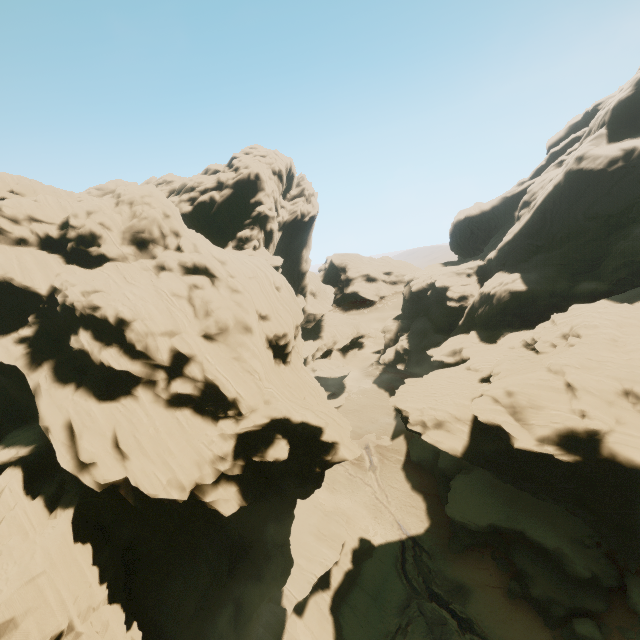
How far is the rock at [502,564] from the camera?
31.3 meters

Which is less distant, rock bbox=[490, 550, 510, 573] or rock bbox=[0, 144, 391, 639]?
rock bbox=[0, 144, 391, 639]

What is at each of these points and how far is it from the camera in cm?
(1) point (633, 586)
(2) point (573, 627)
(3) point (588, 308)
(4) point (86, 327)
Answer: (1) rock, 2466
(2) rock, 2503
(3) rock, 3653
(4) rock, 2758

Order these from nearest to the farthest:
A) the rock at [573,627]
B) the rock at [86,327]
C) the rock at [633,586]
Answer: the rock at [86,327] < the rock at [633,586] < the rock at [573,627]

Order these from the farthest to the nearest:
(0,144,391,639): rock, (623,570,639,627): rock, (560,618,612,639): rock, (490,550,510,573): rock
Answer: (490,550,510,573): rock
(560,618,612,639): rock
(623,570,639,627): rock
(0,144,391,639): rock

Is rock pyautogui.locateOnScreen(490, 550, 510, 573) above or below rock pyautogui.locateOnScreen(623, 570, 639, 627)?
below

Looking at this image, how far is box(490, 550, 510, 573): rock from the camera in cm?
3133
